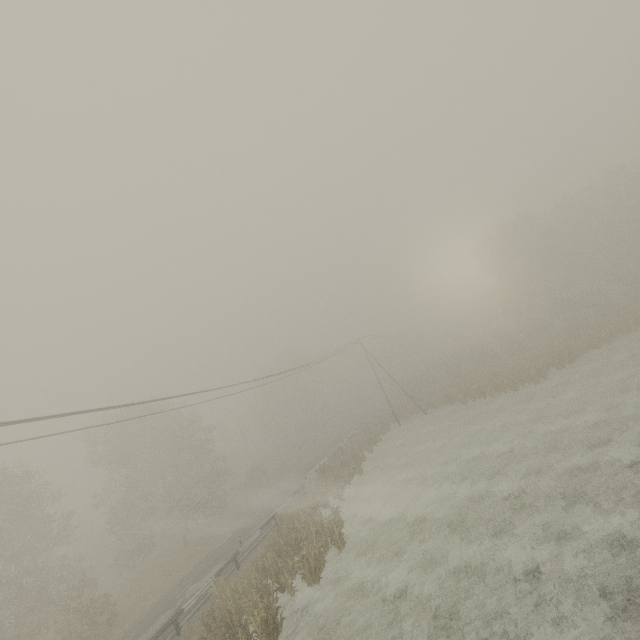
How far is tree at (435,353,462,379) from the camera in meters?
49.8

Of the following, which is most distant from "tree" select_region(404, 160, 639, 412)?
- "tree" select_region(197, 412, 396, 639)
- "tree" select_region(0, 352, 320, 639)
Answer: "tree" select_region(0, 352, 320, 639)

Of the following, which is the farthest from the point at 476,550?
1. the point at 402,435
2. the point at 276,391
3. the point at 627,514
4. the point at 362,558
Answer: the point at 276,391

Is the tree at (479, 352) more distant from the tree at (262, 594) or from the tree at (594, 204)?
the tree at (594, 204)

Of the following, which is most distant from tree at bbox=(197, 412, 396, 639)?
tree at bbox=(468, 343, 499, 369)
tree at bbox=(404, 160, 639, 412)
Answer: tree at bbox=(404, 160, 639, 412)

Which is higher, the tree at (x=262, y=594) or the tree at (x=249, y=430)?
the tree at (x=249, y=430)
